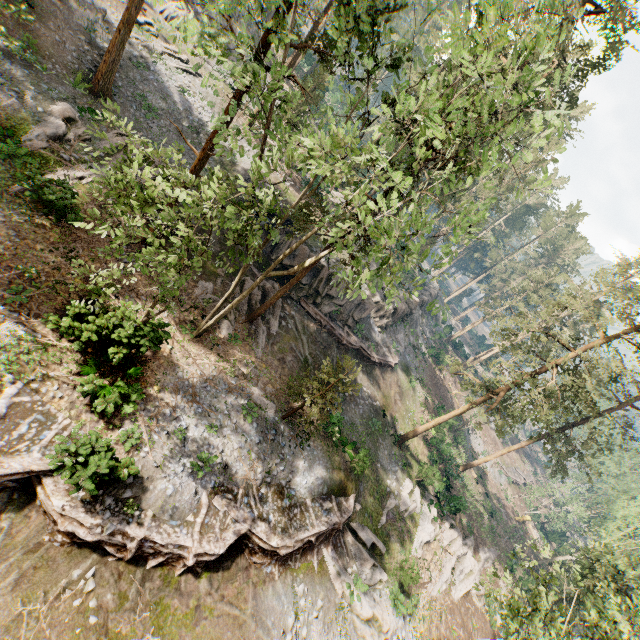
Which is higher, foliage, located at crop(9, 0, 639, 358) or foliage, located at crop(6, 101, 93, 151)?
foliage, located at crop(9, 0, 639, 358)

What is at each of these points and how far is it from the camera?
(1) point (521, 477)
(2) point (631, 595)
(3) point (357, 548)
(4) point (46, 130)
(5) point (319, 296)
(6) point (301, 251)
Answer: A:
(1) ground embankment, 56.5m
(2) foliage, 13.4m
(3) foliage, 21.2m
(4) foliage, 17.8m
(5) rock, 27.3m
(6) rock, 25.5m

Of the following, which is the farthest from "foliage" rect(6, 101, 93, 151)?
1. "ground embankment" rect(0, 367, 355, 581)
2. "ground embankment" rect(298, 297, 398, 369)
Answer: "ground embankment" rect(298, 297, 398, 369)

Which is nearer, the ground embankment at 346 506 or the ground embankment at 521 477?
the ground embankment at 346 506

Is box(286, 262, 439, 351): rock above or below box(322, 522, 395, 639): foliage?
above

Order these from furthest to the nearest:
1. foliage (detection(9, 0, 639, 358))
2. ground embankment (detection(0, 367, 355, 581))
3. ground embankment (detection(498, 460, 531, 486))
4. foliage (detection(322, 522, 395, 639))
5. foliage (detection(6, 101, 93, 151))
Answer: ground embankment (detection(498, 460, 531, 486)) < foliage (detection(322, 522, 395, 639)) < foliage (detection(6, 101, 93, 151)) < ground embankment (detection(0, 367, 355, 581)) < foliage (detection(9, 0, 639, 358))

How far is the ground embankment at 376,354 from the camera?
27.6 meters

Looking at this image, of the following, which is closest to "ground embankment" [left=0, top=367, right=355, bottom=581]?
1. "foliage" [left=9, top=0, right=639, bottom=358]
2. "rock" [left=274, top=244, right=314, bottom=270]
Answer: "foliage" [left=9, top=0, right=639, bottom=358]
